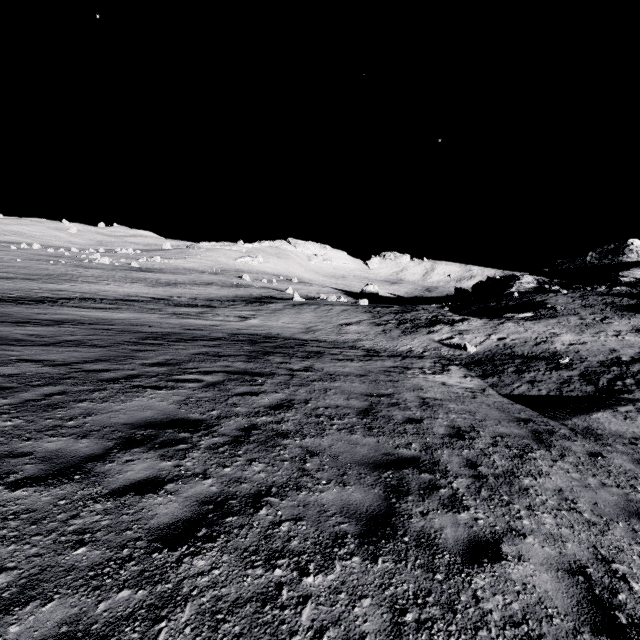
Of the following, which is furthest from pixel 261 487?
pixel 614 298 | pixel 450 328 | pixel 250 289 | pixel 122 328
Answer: pixel 250 289
